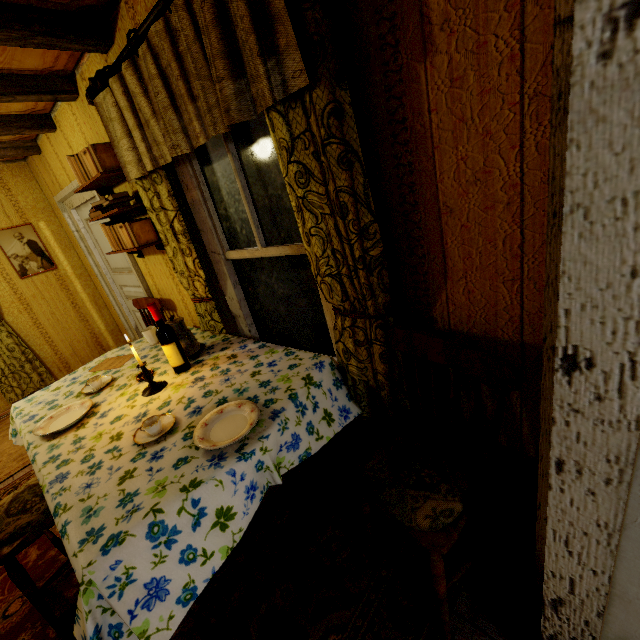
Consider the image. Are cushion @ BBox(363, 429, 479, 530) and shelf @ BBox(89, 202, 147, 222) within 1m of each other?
no

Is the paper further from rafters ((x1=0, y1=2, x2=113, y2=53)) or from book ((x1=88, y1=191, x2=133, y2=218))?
rafters ((x1=0, y1=2, x2=113, y2=53))

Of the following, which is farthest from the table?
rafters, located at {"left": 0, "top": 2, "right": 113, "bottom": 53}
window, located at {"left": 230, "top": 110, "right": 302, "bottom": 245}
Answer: rafters, located at {"left": 0, "top": 2, "right": 113, "bottom": 53}

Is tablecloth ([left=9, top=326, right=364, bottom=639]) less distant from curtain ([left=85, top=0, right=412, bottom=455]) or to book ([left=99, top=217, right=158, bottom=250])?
curtain ([left=85, top=0, right=412, bottom=455])

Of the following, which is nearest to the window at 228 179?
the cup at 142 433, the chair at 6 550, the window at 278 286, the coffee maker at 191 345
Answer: the window at 278 286

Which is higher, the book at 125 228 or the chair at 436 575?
the book at 125 228

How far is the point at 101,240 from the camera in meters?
3.9

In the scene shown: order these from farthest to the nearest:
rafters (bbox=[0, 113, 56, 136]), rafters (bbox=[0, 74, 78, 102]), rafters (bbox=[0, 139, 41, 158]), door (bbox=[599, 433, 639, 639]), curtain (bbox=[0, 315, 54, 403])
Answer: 1. curtain (bbox=[0, 315, 54, 403])
2. rafters (bbox=[0, 139, 41, 158])
3. rafters (bbox=[0, 113, 56, 136])
4. rafters (bbox=[0, 74, 78, 102])
5. door (bbox=[599, 433, 639, 639])
